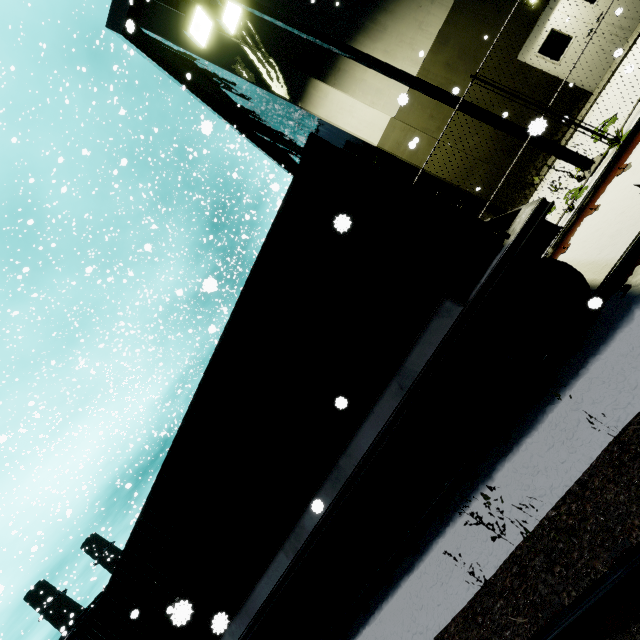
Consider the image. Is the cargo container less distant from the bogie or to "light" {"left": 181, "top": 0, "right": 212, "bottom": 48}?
the bogie

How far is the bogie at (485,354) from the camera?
3.7m

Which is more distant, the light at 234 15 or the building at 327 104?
the building at 327 104

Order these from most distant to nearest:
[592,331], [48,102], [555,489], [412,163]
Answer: [48,102]
[412,163]
[592,331]
[555,489]

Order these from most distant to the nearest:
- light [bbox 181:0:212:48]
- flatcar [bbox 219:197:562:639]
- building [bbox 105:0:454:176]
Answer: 1. building [bbox 105:0:454:176]
2. light [bbox 181:0:212:48]
3. flatcar [bbox 219:197:562:639]

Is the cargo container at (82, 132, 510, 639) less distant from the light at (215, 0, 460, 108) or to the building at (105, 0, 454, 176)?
the building at (105, 0, 454, 176)

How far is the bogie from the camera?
3.7m

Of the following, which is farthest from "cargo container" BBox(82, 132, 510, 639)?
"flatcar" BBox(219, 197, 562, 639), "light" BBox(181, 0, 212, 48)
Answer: "light" BBox(181, 0, 212, 48)
